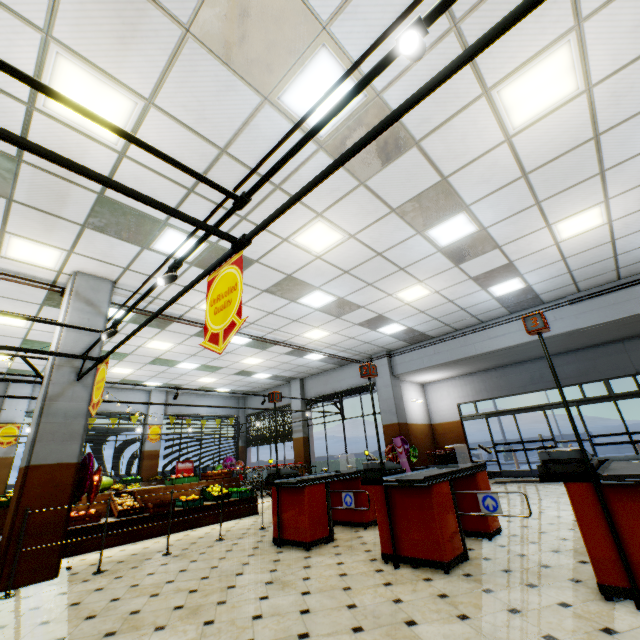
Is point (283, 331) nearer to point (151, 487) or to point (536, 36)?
point (151, 487)

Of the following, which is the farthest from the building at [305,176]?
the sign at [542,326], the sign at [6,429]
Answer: the sign at [542,326]

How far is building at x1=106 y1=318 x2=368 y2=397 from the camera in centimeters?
997cm

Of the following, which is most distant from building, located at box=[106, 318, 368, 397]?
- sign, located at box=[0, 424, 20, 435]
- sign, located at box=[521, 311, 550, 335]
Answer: sign, located at box=[521, 311, 550, 335]

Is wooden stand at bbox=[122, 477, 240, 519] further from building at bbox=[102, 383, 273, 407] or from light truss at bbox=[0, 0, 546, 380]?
light truss at bbox=[0, 0, 546, 380]

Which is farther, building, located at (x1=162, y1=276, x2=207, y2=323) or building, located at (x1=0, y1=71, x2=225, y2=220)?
building, located at (x1=162, y1=276, x2=207, y2=323)

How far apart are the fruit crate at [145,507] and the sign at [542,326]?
8.2 meters

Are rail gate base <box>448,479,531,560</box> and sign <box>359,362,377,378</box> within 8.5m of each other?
yes
